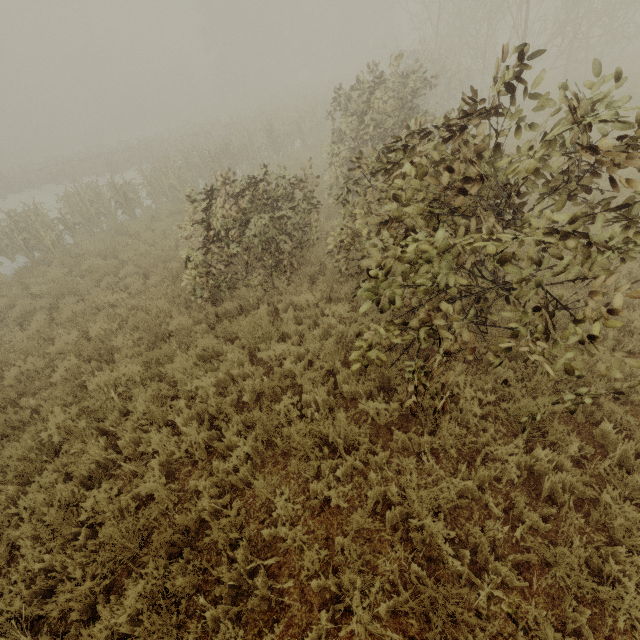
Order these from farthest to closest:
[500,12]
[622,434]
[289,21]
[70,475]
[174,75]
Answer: [174,75], [289,21], [500,12], [70,475], [622,434]
